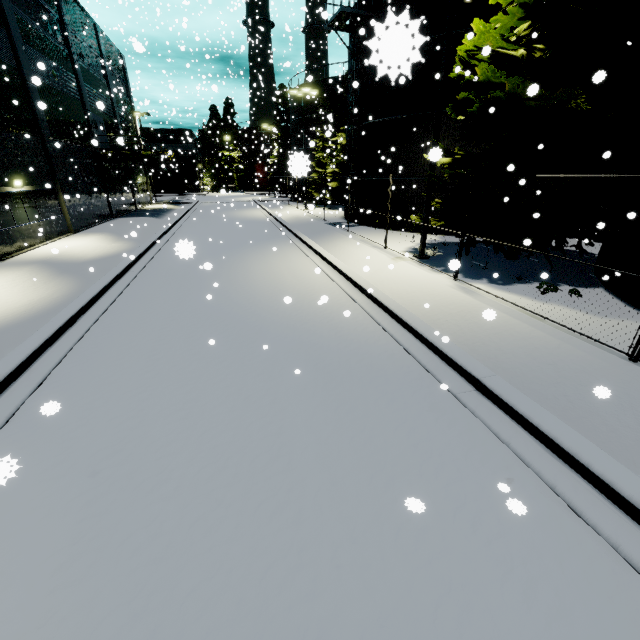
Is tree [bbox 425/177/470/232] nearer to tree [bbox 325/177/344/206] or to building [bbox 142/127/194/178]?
building [bbox 142/127/194/178]

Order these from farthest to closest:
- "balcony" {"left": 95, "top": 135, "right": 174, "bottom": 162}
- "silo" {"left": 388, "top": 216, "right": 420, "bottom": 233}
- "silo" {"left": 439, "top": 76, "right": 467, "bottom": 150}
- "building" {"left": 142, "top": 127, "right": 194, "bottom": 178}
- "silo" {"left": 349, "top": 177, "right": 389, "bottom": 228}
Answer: "building" {"left": 142, "top": 127, "right": 194, "bottom": 178} < "balcony" {"left": 95, "top": 135, "right": 174, "bottom": 162} < "silo" {"left": 349, "top": 177, "right": 389, "bottom": 228} < "silo" {"left": 388, "top": 216, "right": 420, "bottom": 233} < "silo" {"left": 439, "top": 76, "right": 467, "bottom": 150}

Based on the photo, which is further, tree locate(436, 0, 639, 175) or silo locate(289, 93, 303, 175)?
tree locate(436, 0, 639, 175)

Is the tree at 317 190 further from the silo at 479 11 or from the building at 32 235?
the building at 32 235

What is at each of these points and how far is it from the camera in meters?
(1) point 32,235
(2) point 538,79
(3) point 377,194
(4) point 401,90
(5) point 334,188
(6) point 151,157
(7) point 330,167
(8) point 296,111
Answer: (1) building, 15.6
(2) tree, 9.7
(3) silo, 20.1
(4) silo, 17.0
(5) tree, 31.4
(6) balcony, 35.7
(7) tree, 33.0
(8) silo, 36.9

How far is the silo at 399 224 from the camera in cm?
1875

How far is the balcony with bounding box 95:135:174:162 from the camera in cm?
2475

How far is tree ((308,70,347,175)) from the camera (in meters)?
28.92
